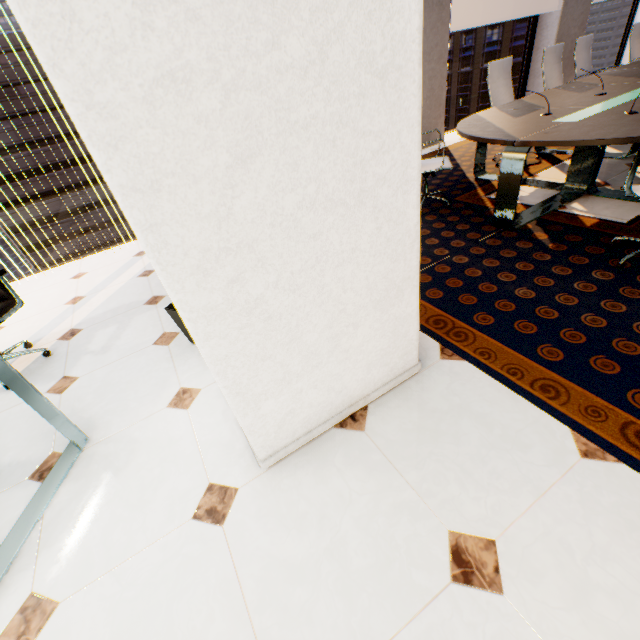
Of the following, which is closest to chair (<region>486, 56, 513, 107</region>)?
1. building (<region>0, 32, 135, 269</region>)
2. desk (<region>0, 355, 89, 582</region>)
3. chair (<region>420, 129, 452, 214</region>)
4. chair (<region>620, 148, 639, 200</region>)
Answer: chair (<region>420, 129, 452, 214</region>)

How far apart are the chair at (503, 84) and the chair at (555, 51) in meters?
0.7 m

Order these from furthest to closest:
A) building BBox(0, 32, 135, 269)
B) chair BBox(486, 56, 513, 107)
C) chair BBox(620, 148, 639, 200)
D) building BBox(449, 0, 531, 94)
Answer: building BBox(449, 0, 531, 94), building BBox(0, 32, 135, 269), chair BBox(486, 56, 513, 107), chair BBox(620, 148, 639, 200)

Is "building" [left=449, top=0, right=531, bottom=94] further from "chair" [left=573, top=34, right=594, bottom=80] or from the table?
"chair" [left=573, top=34, right=594, bottom=80]

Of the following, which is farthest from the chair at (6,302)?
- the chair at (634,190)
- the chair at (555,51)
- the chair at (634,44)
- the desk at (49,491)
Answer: the chair at (634,44)

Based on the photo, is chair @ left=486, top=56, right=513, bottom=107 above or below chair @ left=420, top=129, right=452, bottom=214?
above

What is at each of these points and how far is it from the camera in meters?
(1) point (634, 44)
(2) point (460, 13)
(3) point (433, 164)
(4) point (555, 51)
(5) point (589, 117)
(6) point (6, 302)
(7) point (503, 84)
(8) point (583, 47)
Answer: (1) chair, 5.5
(2) building, 56.9
(3) chair, 3.5
(4) chair, 4.6
(5) table, 2.7
(6) chair, 2.4
(7) chair, 4.2
(8) chair, 5.1

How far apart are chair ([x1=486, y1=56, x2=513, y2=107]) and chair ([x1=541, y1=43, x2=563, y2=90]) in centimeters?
69cm
